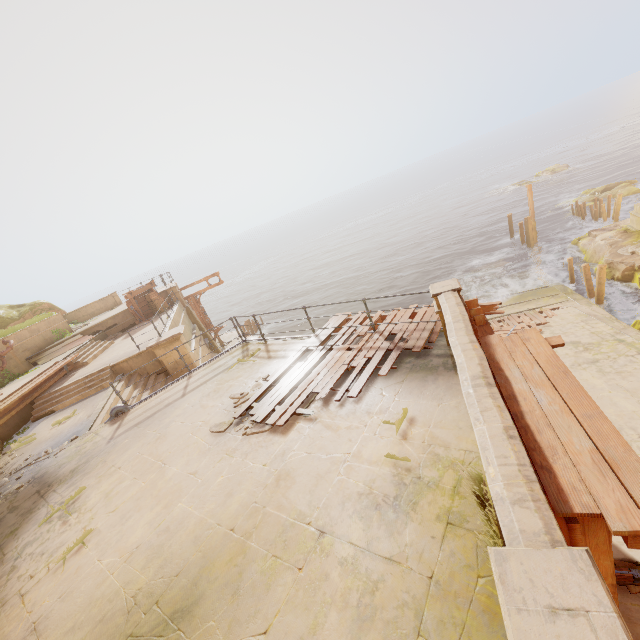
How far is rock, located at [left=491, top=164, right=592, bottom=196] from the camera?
49.7 meters

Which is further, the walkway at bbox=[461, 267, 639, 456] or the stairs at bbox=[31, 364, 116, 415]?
the stairs at bbox=[31, 364, 116, 415]

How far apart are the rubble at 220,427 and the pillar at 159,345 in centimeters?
772cm

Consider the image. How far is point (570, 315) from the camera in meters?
16.5

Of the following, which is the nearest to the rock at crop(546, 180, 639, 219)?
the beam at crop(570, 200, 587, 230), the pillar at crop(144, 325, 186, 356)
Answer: the beam at crop(570, 200, 587, 230)

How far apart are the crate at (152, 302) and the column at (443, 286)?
20.4m

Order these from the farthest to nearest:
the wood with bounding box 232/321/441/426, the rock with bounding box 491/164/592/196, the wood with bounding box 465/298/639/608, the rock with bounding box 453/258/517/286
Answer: the rock with bounding box 491/164/592/196, the rock with bounding box 453/258/517/286, the wood with bounding box 232/321/441/426, the wood with bounding box 465/298/639/608

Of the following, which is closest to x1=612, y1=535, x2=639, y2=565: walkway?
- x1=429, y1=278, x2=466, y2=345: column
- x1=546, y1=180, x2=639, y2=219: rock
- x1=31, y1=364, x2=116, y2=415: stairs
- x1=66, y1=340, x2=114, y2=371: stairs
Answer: x1=429, y1=278, x2=466, y2=345: column
